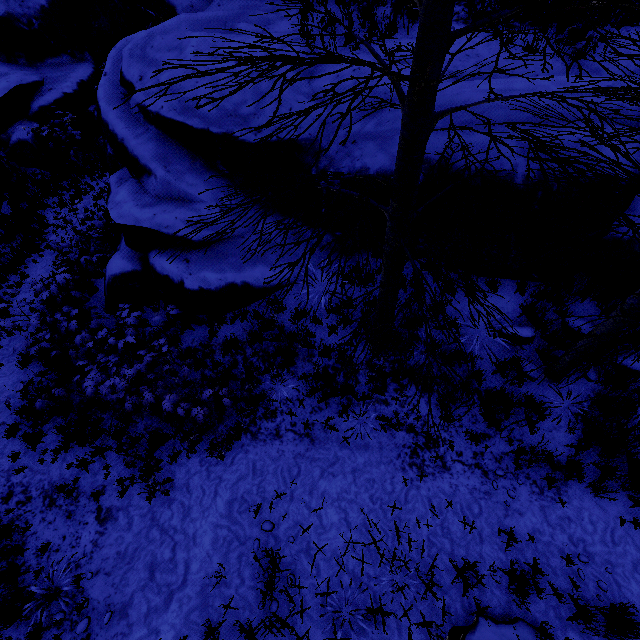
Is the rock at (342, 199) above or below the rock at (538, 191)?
below

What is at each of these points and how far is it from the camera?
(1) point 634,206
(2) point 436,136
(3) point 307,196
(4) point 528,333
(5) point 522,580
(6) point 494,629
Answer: (1) rock, 5.1 meters
(2) rock, 5.6 meters
(3) rock, 6.9 meters
(4) rock, 5.7 meters
(5) instancedfoliageactor, 4.4 meters
(6) rock, 4.1 meters

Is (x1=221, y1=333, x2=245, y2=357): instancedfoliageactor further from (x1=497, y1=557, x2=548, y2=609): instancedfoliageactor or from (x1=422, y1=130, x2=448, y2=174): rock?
(x1=497, y1=557, x2=548, y2=609): instancedfoliageactor

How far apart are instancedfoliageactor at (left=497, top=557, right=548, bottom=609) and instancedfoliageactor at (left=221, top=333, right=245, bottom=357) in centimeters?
572cm

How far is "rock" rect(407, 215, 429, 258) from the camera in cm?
611

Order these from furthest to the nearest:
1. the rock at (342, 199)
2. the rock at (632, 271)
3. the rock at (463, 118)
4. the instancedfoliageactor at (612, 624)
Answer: the rock at (342, 199), the rock at (463, 118), the rock at (632, 271), the instancedfoliageactor at (612, 624)

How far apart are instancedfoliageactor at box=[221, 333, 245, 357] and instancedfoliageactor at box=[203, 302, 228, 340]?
0.2 meters

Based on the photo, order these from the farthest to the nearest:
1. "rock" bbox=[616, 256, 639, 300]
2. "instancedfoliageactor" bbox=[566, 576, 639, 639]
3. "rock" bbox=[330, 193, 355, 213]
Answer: "rock" bbox=[330, 193, 355, 213], "rock" bbox=[616, 256, 639, 300], "instancedfoliageactor" bbox=[566, 576, 639, 639]
